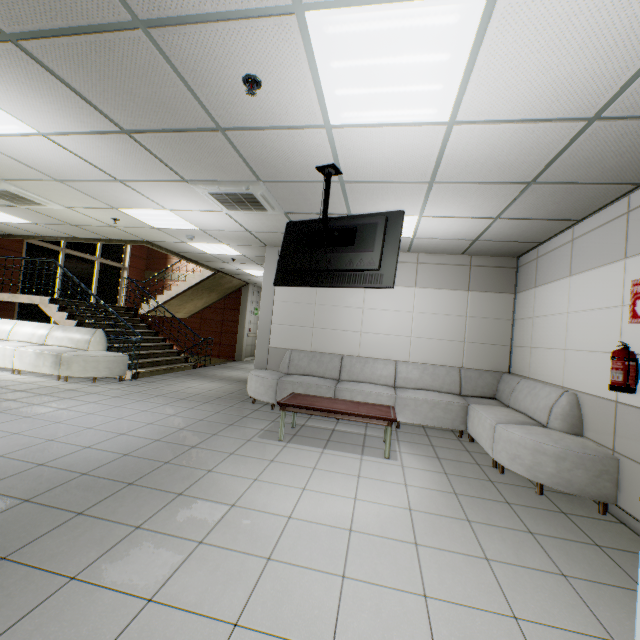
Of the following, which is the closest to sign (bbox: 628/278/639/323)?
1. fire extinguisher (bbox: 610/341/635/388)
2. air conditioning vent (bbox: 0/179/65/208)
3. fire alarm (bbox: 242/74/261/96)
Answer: fire extinguisher (bbox: 610/341/635/388)

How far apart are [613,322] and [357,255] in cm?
286

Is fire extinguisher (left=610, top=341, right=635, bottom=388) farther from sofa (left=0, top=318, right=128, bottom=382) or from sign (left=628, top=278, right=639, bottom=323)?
sofa (left=0, top=318, right=128, bottom=382)

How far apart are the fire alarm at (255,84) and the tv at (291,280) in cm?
112

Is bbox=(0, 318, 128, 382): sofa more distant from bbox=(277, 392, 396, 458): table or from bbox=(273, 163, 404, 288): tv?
bbox=(273, 163, 404, 288): tv

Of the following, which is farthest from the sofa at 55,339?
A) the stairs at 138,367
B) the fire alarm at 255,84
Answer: the fire alarm at 255,84

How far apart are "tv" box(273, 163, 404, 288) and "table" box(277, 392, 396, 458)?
1.6m

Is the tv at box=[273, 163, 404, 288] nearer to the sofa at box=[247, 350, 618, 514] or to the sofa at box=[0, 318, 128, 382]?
the sofa at box=[247, 350, 618, 514]
